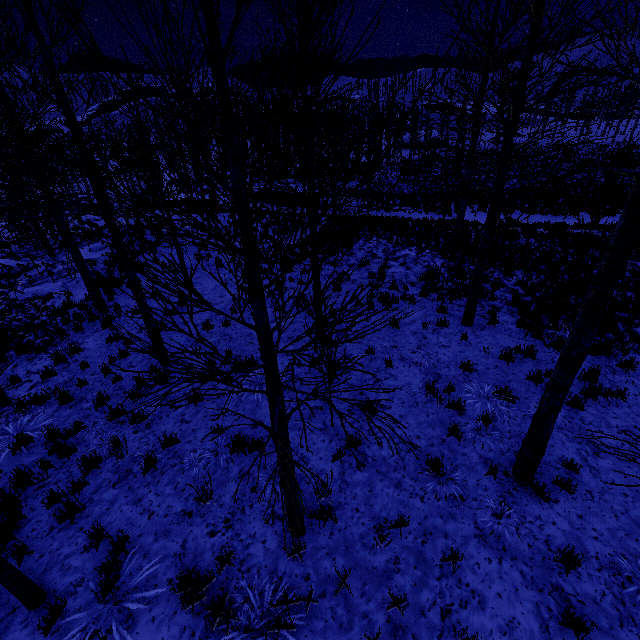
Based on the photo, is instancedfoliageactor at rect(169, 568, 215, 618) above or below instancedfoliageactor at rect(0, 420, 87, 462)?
above

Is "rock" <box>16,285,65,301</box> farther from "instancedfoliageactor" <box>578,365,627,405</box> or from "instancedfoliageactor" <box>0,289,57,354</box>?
"instancedfoliageactor" <box>578,365,627,405</box>

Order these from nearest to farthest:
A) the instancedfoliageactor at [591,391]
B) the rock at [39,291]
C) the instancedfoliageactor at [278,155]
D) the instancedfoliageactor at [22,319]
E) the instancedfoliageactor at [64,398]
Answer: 1. the instancedfoliageactor at [278,155]
2. the instancedfoliageactor at [591,391]
3. the instancedfoliageactor at [64,398]
4. the instancedfoliageactor at [22,319]
5. the rock at [39,291]

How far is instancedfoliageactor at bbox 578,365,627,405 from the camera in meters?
6.7 m

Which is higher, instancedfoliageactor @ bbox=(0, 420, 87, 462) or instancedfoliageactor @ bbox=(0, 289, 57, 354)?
instancedfoliageactor @ bbox=(0, 289, 57, 354)

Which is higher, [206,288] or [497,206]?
[497,206]

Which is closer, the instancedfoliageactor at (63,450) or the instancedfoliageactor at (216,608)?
the instancedfoliageactor at (216,608)
